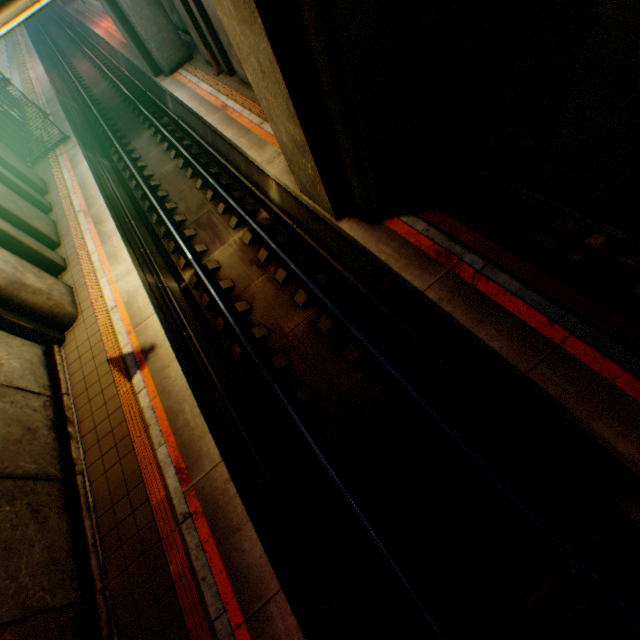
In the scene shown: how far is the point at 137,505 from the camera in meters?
5.5

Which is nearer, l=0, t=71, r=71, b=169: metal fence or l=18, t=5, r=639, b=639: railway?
l=18, t=5, r=639, b=639: railway

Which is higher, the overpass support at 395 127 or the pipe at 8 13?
the pipe at 8 13

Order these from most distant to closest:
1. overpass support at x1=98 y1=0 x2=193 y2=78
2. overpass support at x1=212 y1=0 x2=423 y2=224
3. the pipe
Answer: overpass support at x1=98 y1=0 x2=193 y2=78
the pipe
overpass support at x1=212 y1=0 x2=423 y2=224

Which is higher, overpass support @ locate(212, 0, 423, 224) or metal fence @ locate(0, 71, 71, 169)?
metal fence @ locate(0, 71, 71, 169)

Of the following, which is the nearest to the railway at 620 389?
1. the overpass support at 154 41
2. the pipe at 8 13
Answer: the overpass support at 154 41

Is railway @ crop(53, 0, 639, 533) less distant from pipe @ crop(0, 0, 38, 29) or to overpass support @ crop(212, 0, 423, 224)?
overpass support @ crop(212, 0, 423, 224)
